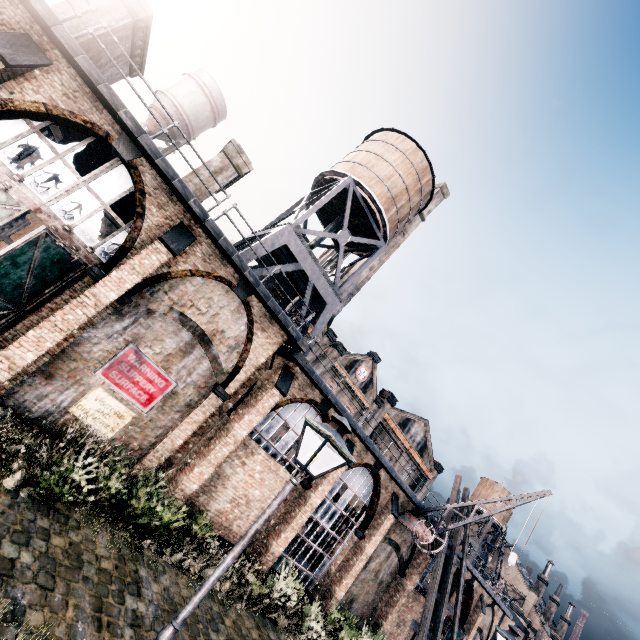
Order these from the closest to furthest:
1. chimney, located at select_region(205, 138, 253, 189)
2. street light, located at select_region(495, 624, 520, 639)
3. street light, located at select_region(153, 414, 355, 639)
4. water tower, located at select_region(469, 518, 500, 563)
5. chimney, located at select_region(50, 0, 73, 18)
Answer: street light, located at select_region(153, 414, 355, 639)
street light, located at select_region(495, 624, 520, 639)
chimney, located at select_region(50, 0, 73, 18)
chimney, located at select_region(205, 138, 253, 189)
water tower, located at select_region(469, 518, 500, 563)

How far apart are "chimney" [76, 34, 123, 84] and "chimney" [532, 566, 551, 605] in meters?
89.0 m

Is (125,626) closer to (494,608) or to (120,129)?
(120,129)

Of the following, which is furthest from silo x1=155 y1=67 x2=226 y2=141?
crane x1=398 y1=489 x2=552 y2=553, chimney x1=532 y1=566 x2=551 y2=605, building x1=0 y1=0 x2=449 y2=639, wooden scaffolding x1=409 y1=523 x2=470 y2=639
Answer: chimney x1=532 y1=566 x2=551 y2=605

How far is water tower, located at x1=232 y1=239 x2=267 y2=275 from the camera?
16.6 meters

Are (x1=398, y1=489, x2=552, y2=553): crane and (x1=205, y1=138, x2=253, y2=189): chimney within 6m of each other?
no

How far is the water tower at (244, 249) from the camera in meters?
16.6 m

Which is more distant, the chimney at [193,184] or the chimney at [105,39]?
the chimney at [193,184]
